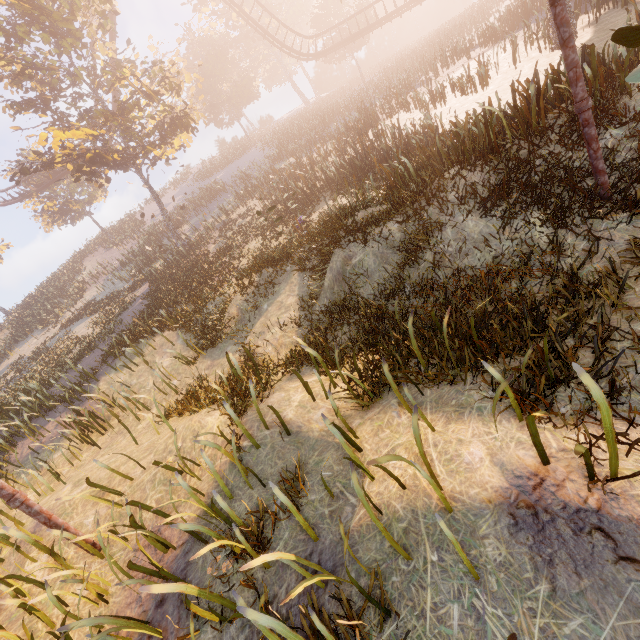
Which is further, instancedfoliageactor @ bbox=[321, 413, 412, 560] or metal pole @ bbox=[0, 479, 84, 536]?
metal pole @ bbox=[0, 479, 84, 536]

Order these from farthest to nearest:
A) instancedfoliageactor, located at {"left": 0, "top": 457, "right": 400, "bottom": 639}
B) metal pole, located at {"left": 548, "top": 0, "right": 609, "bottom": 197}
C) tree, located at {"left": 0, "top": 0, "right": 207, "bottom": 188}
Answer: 1. tree, located at {"left": 0, "top": 0, "right": 207, "bottom": 188}
2. metal pole, located at {"left": 548, "top": 0, "right": 609, "bottom": 197}
3. instancedfoliageactor, located at {"left": 0, "top": 457, "right": 400, "bottom": 639}

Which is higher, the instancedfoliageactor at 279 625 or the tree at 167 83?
the tree at 167 83

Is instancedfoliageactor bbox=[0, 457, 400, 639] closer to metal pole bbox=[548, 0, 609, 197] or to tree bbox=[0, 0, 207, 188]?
tree bbox=[0, 0, 207, 188]

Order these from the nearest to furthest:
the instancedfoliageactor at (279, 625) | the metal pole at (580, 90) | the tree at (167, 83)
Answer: the instancedfoliageactor at (279, 625) → the metal pole at (580, 90) → the tree at (167, 83)

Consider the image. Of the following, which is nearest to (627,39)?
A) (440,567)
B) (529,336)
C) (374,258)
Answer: (529,336)

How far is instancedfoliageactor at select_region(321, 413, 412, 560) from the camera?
2.66m

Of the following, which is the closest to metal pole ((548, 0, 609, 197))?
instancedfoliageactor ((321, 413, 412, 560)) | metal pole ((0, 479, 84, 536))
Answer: metal pole ((0, 479, 84, 536))
